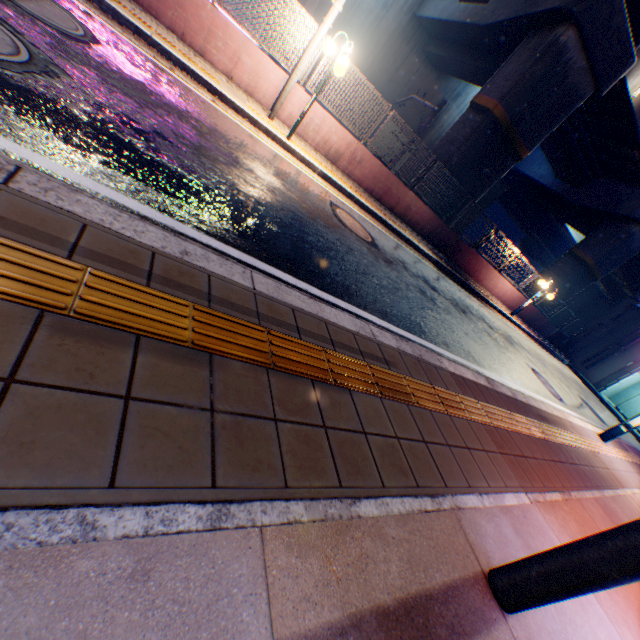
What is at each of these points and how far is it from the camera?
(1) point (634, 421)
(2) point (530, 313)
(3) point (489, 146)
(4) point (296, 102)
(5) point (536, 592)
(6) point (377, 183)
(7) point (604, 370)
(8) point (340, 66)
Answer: (1) street lamp, 7.8 meters
(2) concrete block, 19.5 meters
(3) overpass support, 12.9 meters
(4) concrete block, 8.8 meters
(5) electric pole, 1.7 meters
(6) concrete block, 11.1 meters
(7) building, 21.2 meters
(8) street lamp, 6.8 meters

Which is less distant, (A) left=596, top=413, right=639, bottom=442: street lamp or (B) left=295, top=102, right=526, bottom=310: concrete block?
(A) left=596, top=413, right=639, bottom=442: street lamp

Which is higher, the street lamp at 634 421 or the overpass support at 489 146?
the overpass support at 489 146

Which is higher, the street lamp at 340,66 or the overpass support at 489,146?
the overpass support at 489,146

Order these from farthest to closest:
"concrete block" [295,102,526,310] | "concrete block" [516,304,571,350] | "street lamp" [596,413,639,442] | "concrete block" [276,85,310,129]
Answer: "concrete block" [516,304,571,350], "concrete block" [295,102,526,310], "concrete block" [276,85,310,129], "street lamp" [596,413,639,442]

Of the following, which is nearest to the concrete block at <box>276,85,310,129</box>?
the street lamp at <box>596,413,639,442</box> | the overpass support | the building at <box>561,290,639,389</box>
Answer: the building at <box>561,290,639,389</box>

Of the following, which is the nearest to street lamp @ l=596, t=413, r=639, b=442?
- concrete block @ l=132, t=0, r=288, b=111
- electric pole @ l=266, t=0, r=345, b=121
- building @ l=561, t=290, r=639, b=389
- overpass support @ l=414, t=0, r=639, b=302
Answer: concrete block @ l=132, t=0, r=288, b=111

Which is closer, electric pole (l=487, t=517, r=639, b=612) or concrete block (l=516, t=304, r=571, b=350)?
electric pole (l=487, t=517, r=639, b=612)
